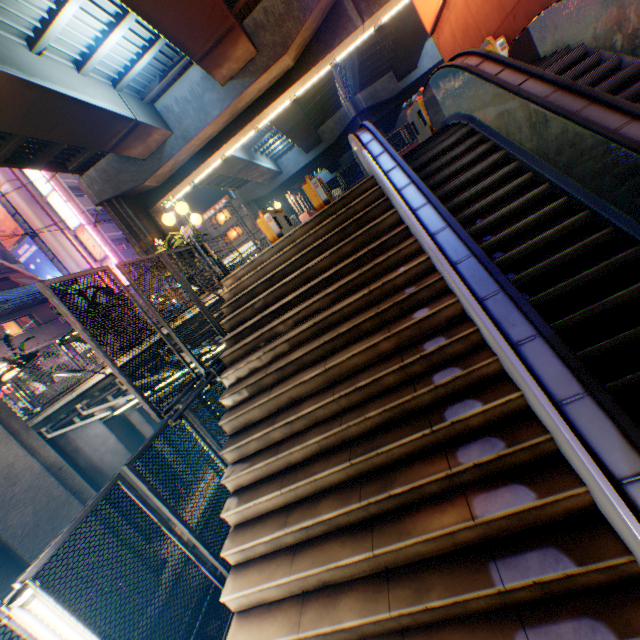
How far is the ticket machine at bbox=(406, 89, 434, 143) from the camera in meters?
8.3

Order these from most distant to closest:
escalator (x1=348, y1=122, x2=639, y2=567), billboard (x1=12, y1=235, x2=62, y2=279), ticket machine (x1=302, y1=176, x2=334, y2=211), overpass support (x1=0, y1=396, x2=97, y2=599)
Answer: billboard (x1=12, y1=235, x2=62, y2=279)
ticket machine (x1=302, y1=176, x2=334, y2=211)
overpass support (x1=0, y1=396, x2=97, y2=599)
escalator (x1=348, y1=122, x2=639, y2=567)

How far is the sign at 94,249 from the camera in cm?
2866

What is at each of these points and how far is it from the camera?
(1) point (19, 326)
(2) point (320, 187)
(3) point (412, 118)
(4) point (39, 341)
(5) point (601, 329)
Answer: (1) window glass, 23.2 meters
(2) ticket machine, 9.3 meters
(3) ticket machine, 9.4 meters
(4) balcony, 22.0 meters
(5) steps, 3.5 meters

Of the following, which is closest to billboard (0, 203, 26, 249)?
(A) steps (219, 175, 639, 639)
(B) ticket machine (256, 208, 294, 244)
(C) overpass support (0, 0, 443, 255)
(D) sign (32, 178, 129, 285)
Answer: (D) sign (32, 178, 129, 285)

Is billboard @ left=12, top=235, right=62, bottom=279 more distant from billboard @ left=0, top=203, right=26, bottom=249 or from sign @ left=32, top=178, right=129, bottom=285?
sign @ left=32, top=178, right=129, bottom=285

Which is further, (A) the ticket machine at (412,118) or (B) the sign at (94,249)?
(B) the sign at (94,249)

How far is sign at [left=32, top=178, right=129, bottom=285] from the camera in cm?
2866
